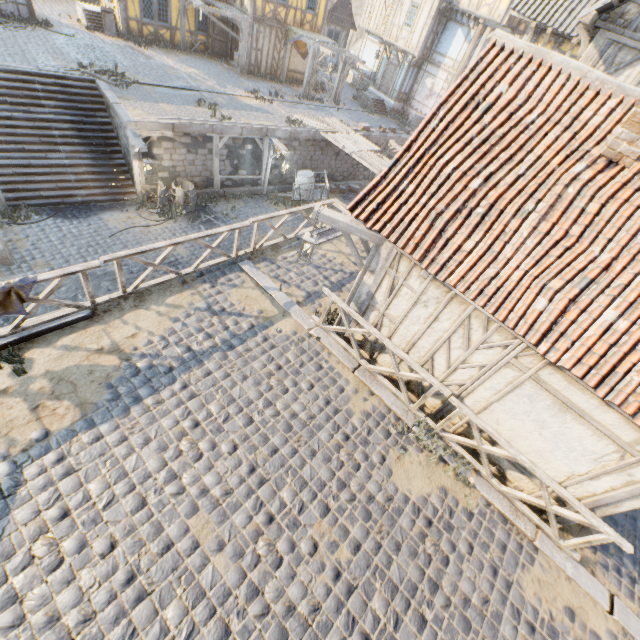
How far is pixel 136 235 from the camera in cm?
1313

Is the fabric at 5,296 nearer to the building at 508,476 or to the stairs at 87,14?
the building at 508,476

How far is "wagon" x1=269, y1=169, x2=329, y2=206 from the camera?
17.1 meters

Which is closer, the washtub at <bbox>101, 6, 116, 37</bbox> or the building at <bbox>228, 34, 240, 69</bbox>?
the washtub at <bbox>101, 6, 116, 37</bbox>

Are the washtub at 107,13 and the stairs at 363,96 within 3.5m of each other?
no

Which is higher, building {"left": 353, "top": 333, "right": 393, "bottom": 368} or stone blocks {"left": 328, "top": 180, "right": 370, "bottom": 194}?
building {"left": 353, "top": 333, "right": 393, "bottom": 368}

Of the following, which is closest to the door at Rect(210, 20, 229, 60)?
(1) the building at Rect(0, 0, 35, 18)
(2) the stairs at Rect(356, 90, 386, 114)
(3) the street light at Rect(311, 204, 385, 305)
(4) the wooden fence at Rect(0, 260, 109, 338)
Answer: (1) the building at Rect(0, 0, 35, 18)

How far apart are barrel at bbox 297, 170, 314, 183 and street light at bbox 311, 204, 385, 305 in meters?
11.9
